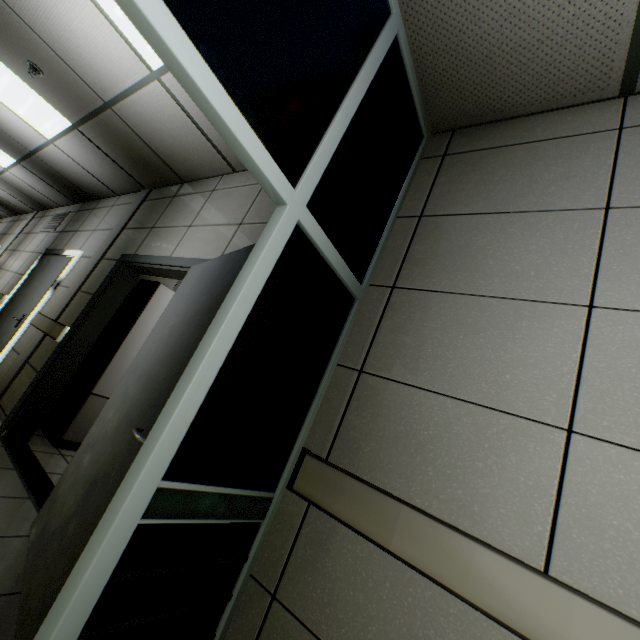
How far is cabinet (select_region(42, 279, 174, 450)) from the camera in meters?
3.6 m

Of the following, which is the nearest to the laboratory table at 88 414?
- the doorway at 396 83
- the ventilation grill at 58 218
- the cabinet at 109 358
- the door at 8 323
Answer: the cabinet at 109 358

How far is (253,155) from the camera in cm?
105

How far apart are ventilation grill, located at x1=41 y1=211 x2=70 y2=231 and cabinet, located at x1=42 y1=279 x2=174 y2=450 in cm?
366

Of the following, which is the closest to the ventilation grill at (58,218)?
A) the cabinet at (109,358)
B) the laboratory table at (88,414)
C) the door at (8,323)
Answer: the door at (8,323)

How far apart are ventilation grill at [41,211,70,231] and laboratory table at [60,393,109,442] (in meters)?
4.47

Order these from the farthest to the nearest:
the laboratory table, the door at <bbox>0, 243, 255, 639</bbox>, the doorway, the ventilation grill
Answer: the ventilation grill
the laboratory table
the door at <bbox>0, 243, 255, 639</bbox>
the doorway

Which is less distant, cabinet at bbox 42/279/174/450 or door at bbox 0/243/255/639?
door at bbox 0/243/255/639
